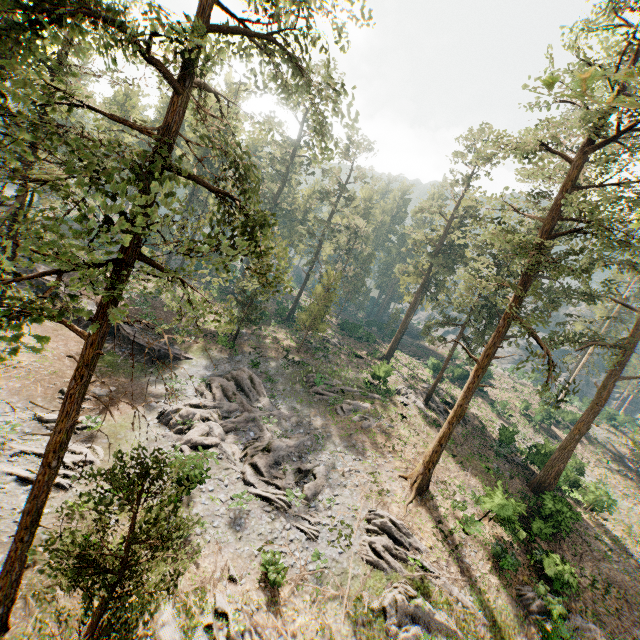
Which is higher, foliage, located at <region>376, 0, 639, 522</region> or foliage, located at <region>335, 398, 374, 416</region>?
foliage, located at <region>376, 0, 639, 522</region>

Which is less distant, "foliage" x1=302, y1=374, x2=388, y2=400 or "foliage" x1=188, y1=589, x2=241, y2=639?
"foliage" x1=188, y1=589, x2=241, y2=639

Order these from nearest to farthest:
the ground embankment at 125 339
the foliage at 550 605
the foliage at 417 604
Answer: the foliage at 417 604
the foliage at 550 605
the ground embankment at 125 339

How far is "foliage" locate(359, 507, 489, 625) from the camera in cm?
1720

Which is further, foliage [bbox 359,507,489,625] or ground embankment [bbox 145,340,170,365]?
ground embankment [bbox 145,340,170,365]

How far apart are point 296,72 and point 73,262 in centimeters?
671cm

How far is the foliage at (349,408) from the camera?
28.7m
